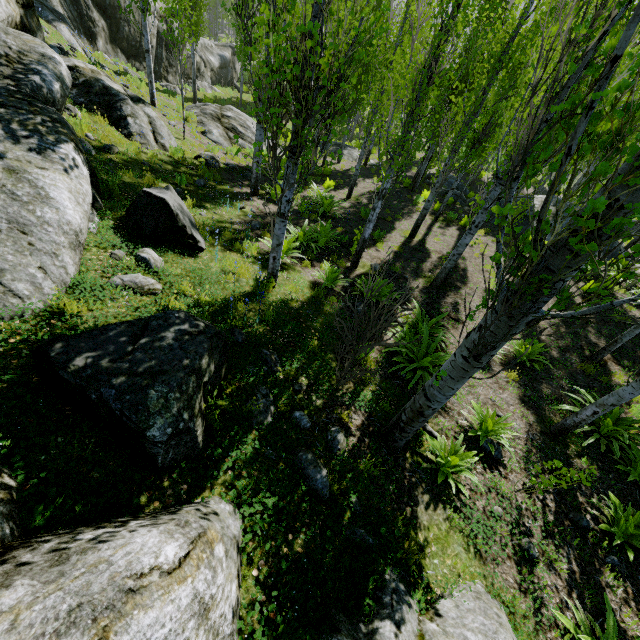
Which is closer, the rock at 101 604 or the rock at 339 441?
the rock at 101 604

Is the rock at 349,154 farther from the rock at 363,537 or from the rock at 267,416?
the rock at 267,416

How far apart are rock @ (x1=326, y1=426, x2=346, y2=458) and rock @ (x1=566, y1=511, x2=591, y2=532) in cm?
358

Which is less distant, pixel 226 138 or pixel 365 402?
pixel 365 402

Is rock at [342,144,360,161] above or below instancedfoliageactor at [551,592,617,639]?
below

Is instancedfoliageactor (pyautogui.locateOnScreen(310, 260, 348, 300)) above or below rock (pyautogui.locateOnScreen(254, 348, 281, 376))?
below

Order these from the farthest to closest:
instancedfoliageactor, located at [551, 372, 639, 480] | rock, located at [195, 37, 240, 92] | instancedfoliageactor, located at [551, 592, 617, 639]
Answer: rock, located at [195, 37, 240, 92]
instancedfoliageactor, located at [551, 372, 639, 480]
instancedfoliageactor, located at [551, 592, 617, 639]

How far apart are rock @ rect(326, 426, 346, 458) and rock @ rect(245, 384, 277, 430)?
0.7 meters
